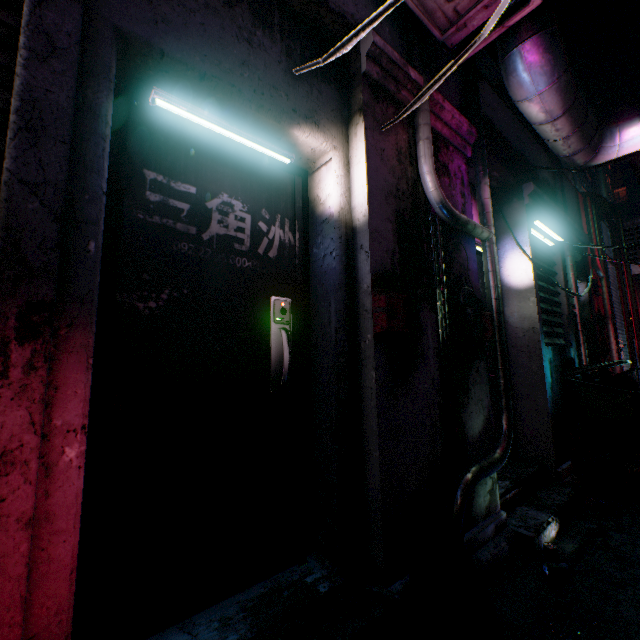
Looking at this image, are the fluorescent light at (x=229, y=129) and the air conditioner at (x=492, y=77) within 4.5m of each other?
no

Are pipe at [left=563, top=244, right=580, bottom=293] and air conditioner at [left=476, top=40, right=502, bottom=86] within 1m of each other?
no

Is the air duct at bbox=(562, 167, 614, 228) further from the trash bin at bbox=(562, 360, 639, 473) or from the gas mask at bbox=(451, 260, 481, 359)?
the gas mask at bbox=(451, 260, 481, 359)

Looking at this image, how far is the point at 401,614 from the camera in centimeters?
126cm

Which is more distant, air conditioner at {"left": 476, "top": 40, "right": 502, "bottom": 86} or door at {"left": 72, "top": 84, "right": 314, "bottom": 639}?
air conditioner at {"left": 476, "top": 40, "right": 502, "bottom": 86}

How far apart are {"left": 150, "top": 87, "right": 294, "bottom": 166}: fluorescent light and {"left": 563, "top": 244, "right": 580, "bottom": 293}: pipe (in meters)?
3.91

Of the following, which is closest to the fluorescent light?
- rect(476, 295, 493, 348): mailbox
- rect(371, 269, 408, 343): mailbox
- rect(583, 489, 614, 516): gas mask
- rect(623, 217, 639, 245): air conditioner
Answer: rect(371, 269, 408, 343): mailbox

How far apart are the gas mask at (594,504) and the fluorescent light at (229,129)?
3.3m
